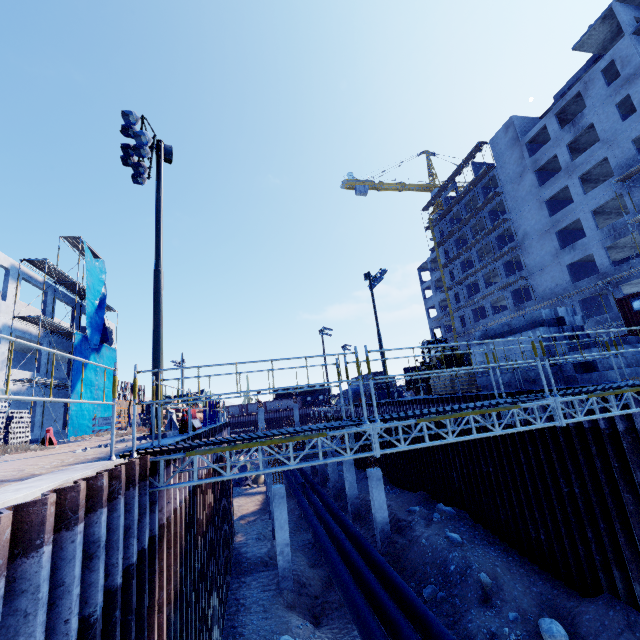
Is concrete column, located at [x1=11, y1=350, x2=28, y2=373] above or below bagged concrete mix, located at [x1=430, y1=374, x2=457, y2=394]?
above

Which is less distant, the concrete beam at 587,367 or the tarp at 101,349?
the concrete beam at 587,367

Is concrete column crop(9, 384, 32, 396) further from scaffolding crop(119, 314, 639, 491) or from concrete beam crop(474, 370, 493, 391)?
concrete beam crop(474, 370, 493, 391)

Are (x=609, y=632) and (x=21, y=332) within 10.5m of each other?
no

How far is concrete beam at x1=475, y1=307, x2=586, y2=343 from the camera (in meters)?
12.57

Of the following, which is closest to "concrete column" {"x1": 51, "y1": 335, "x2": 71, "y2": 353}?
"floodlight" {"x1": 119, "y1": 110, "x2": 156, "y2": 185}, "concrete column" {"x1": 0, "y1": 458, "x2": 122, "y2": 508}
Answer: "floodlight" {"x1": 119, "y1": 110, "x2": 156, "y2": 185}

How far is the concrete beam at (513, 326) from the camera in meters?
12.6 m

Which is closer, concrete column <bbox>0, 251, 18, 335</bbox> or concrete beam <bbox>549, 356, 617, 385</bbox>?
concrete beam <bbox>549, 356, 617, 385</bbox>
